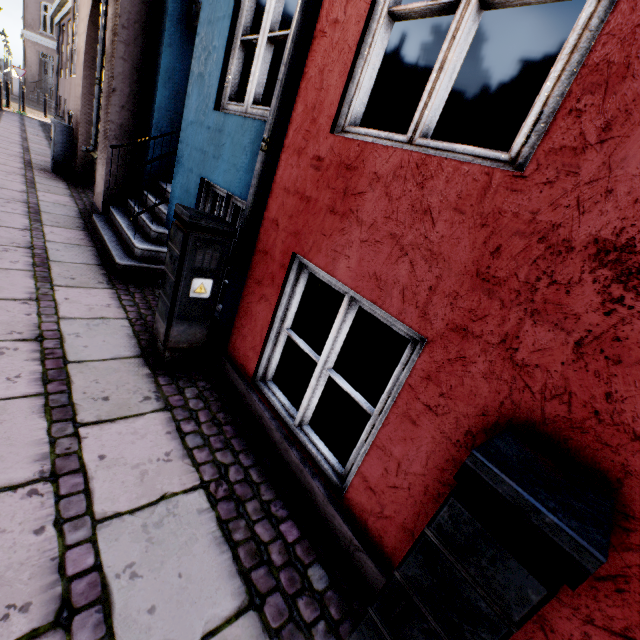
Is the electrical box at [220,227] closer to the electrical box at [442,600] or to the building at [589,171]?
the building at [589,171]

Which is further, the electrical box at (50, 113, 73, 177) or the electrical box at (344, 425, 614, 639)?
the electrical box at (50, 113, 73, 177)

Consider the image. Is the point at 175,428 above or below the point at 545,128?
below

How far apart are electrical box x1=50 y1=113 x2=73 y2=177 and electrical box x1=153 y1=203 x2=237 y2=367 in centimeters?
718cm

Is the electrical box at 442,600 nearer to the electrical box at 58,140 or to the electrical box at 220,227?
the electrical box at 220,227

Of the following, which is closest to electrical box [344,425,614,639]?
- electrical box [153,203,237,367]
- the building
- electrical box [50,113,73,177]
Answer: the building

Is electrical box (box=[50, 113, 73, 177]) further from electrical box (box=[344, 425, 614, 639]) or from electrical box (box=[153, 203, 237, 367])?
electrical box (box=[344, 425, 614, 639])

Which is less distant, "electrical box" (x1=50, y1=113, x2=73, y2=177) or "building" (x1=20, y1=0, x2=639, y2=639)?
"building" (x1=20, y1=0, x2=639, y2=639)
